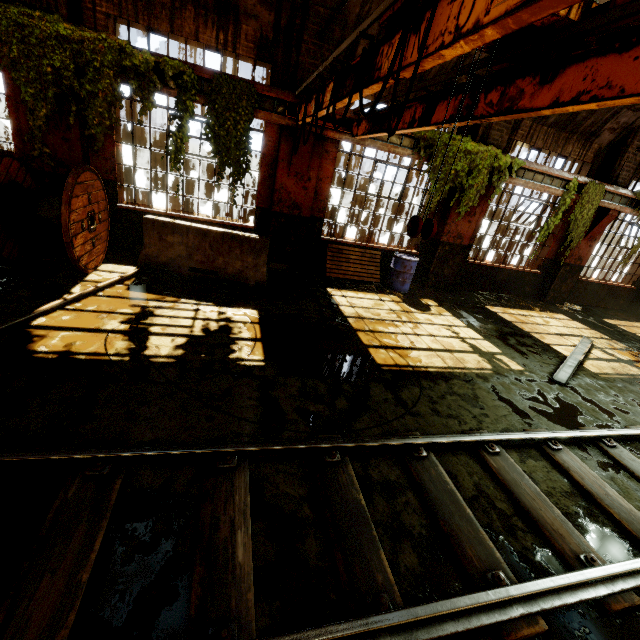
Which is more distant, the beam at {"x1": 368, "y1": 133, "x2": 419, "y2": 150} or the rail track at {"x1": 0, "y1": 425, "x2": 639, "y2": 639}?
the beam at {"x1": 368, "y1": 133, "x2": 419, "y2": 150}

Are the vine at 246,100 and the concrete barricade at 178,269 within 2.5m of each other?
yes

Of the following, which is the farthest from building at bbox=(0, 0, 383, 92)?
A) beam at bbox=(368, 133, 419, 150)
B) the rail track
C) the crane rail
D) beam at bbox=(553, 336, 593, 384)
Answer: the rail track

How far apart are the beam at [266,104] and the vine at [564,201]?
8.1 meters

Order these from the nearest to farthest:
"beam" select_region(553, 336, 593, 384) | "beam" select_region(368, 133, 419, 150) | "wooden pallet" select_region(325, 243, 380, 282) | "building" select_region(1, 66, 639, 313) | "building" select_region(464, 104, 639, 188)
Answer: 1. "beam" select_region(553, 336, 593, 384)
2. "building" select_region(1, 66, 639, 313)
3. "beam" select_region(368, 133, 419, 150)
4. "building" select_region(464, 104, 639, 188)
5. "wooden pallet" select_region(325, 243, 380, 282)

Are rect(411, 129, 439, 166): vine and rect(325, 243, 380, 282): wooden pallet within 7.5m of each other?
yes

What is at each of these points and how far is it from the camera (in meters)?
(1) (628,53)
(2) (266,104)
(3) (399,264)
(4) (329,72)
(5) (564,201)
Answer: (1) overhead crane, 2.09
(2) beam, 6.79
(3) barrel, 8.86
(4) building, 6.99
(5) vine, 9.40

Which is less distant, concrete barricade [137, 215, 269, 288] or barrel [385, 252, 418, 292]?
concrete barricade [137, 215, 269, 288]
